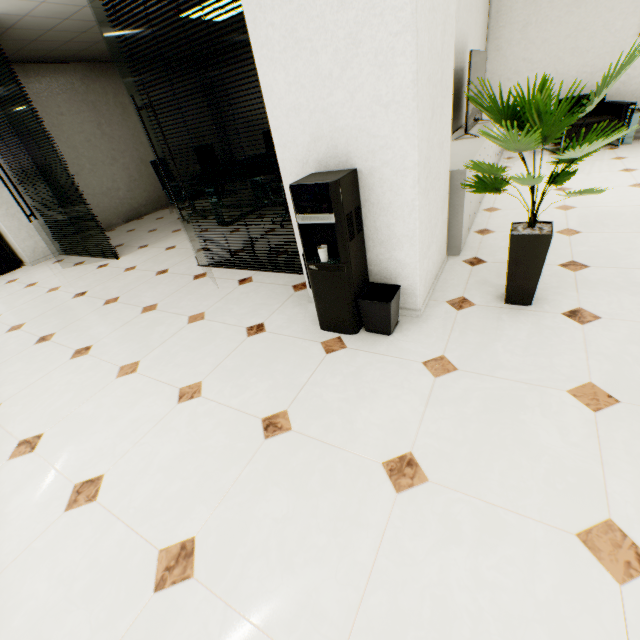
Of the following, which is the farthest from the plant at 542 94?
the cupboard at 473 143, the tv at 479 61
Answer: the tv at 479 61

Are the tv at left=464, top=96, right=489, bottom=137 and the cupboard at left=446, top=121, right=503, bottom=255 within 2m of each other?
yes

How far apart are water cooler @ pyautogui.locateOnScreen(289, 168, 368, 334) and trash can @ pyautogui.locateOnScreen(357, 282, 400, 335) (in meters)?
0.03

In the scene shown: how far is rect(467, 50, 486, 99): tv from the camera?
3.6 meters

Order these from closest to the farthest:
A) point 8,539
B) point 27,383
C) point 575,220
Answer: point 8,539 → point 27,383 → point 575,220

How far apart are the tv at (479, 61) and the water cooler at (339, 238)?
2.8 meters

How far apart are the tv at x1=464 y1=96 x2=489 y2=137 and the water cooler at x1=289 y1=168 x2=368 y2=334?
2.8 meters

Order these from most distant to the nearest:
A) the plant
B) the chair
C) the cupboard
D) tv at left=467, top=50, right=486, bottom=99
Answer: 1. the chair
2. tv at left=467, top=50, right=486, bottom=99
3. the cupboard
4. the plant
